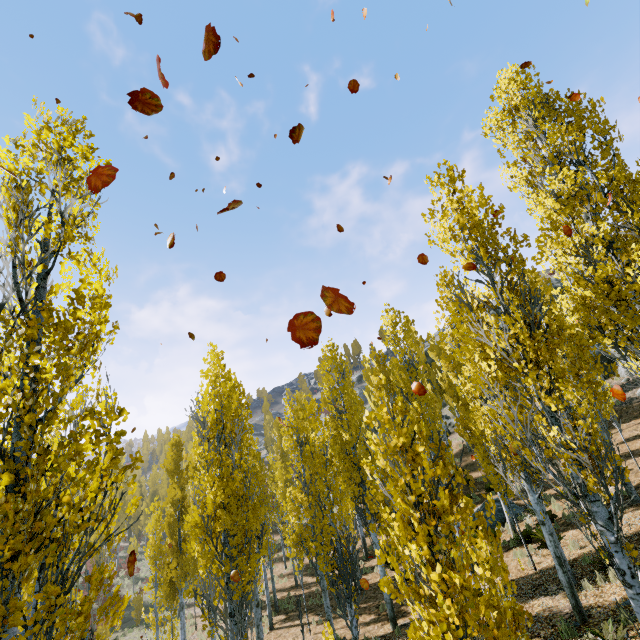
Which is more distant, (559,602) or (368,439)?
(368,439)
